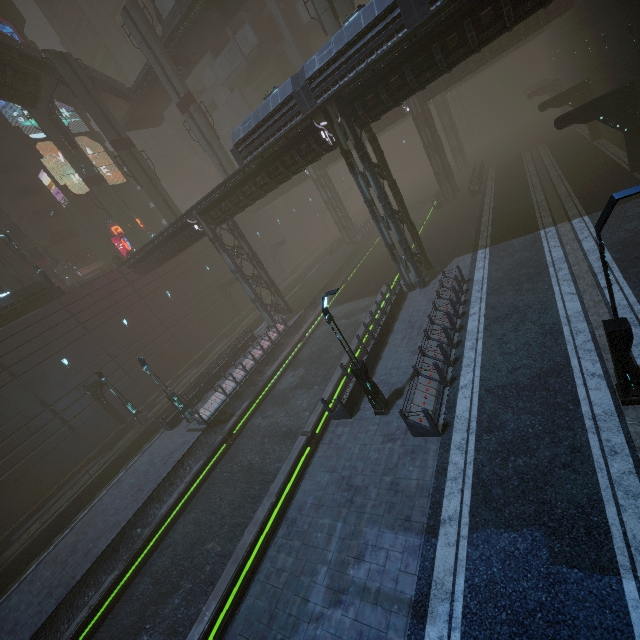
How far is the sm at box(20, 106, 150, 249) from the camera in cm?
3384

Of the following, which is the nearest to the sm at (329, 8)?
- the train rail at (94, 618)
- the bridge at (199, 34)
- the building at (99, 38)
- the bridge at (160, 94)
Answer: the bridge at (199, 34)

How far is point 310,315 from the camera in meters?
30.1 m

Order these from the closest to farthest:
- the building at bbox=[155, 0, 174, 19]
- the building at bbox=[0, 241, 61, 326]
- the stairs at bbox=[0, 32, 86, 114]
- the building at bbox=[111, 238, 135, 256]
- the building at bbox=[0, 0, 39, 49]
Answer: the building at bbox=[0, 241, 61, 326] → the stairs at bbox=[0, 32, 86, 114] → the building at bbox=[0, 0, 39, 49] → the building at bbox=[111, 238, 135, 256] → the building at bbox=[155, 0, 174, 19]

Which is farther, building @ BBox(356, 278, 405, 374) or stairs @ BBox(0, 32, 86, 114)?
stairs @ BBox(0, 32, 86, 114)

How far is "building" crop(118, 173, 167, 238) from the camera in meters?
44.9

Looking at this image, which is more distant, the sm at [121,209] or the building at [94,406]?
the sm at [121,209]

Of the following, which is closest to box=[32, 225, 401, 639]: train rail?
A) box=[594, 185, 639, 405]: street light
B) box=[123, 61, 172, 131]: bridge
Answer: box=[594, 185, 639, 405]: street light
